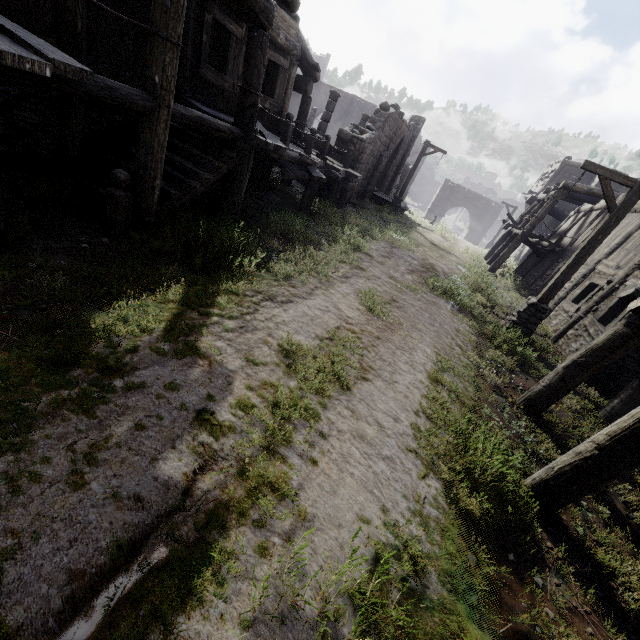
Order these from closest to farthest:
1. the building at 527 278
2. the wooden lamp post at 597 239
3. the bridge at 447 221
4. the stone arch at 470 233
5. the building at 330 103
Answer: the building at 330 103
the wooden lamp post at 597 239
the building at 527 278
the bridge at 447 221
the stone arch at 470 233

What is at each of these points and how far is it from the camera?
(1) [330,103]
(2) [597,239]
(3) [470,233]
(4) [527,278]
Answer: (1) building, 16.9 meters
(2) wooden lamp post, 8.3 meters
(3) stone arch, 39.8 meters
(4) building, 18.7 meters

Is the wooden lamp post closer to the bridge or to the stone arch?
the stone arch

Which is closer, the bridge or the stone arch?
the bridge

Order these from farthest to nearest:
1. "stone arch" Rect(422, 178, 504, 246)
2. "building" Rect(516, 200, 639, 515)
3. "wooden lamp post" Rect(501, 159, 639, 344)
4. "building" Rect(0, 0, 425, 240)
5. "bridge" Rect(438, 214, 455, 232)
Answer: "stone arch" Rect(422, 178, 504, 246), "bridge" Rect(438, 214, 455, 232), "wooden lamp post" Rect(501, 159, 639, 344), "building" Rect(0, 0, 425, 240), "building" Rect(516, 200, 639, 515)

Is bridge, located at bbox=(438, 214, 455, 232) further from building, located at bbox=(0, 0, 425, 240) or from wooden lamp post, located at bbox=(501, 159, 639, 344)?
wooden lamp post, located at bbox=(501, 159, 639, 344)

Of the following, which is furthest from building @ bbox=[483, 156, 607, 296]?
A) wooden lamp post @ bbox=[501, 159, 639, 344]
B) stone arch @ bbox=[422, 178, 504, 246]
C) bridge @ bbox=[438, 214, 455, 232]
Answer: bridge @ bbox=[438, 214, 455, 232]

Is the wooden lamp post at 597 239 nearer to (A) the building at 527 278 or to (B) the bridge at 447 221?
(A) the building at 527 278
